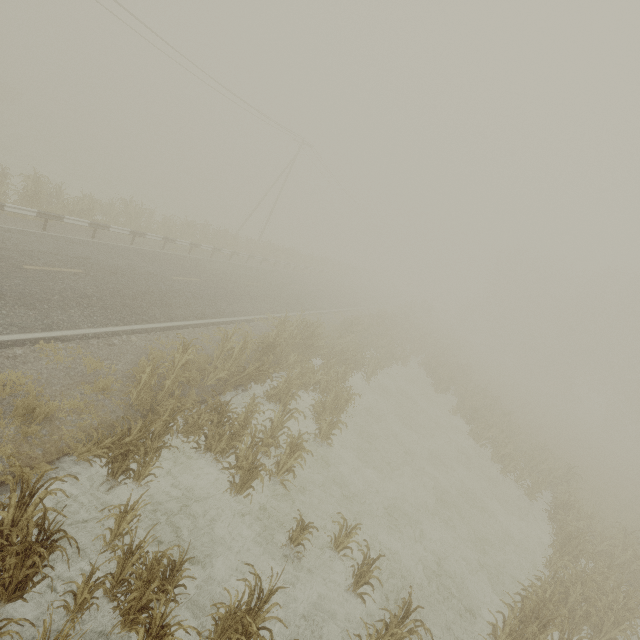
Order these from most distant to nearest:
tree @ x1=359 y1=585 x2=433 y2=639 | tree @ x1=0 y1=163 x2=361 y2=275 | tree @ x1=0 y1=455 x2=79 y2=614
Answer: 1. tree @ x1=0 y1=163 x2=361 y2=275
2. tree @ x1=359 y1=585 x2=433 y2=639
3. tree @ x1=0 y1=455 x2=79 y2=614

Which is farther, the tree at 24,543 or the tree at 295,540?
the tree at 295,540

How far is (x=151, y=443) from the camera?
7.3 meters

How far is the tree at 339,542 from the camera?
7.5 meters

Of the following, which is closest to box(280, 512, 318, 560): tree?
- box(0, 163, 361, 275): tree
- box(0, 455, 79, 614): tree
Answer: box(0, 455, 79, 614): tree

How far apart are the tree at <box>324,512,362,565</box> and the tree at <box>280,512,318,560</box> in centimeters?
82cm

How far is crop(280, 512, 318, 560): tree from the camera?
7.0m

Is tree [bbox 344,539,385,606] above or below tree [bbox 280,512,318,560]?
above
